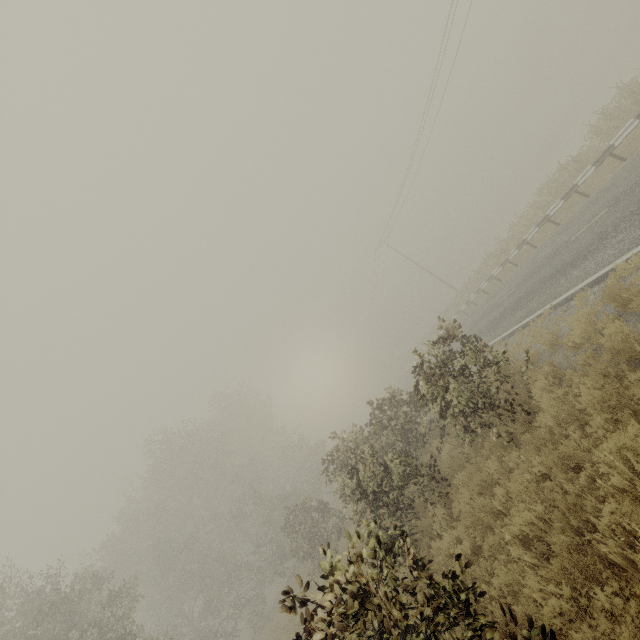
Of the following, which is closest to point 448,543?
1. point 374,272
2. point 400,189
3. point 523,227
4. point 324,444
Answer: point 523,227
